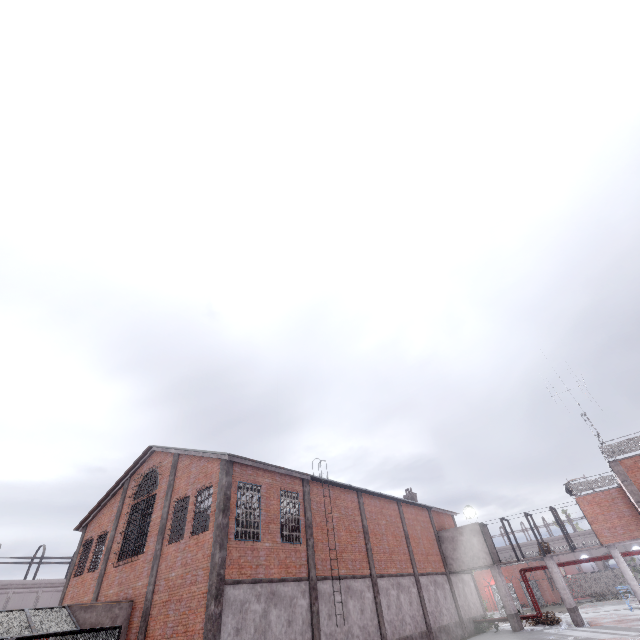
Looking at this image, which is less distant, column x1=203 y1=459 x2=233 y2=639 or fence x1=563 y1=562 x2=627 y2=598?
column x1=203 y1=459 x2=233 y2=639

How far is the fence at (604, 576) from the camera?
46.5 meters

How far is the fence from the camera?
46.5m

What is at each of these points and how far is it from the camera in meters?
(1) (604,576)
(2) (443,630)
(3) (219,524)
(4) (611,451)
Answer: (1) fence, 47.6
(2) foundation, 23.4
(3) column, 14.6
(4) metal railing, 18.3

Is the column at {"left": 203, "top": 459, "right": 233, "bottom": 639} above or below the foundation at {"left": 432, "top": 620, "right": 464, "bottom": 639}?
above

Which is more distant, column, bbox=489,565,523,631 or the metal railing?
column, bbox=489,565,523,631

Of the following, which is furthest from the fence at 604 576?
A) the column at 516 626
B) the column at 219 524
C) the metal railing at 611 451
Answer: the column at 219 524

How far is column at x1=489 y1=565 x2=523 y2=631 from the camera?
24.6 meters
